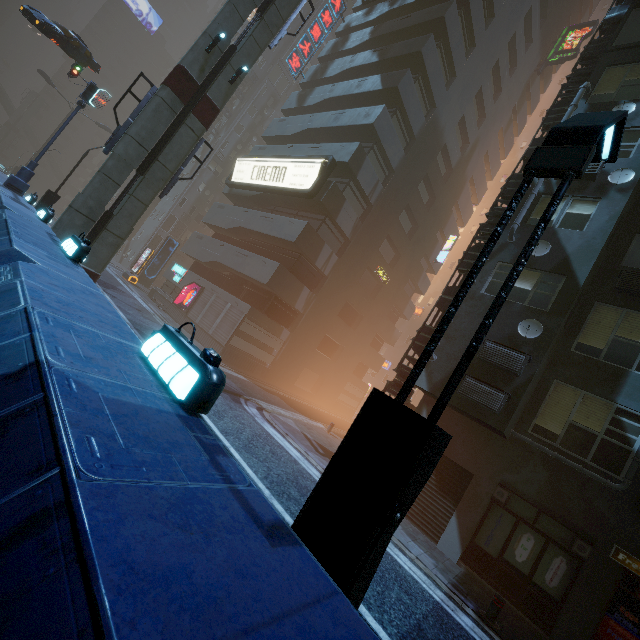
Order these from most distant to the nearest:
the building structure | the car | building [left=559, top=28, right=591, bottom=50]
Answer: building [left=559, top=28, right=591, bottom=50], the car, the building structure

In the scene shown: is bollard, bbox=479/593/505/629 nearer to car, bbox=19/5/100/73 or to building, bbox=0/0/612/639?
building, bbox=0/0/612/639

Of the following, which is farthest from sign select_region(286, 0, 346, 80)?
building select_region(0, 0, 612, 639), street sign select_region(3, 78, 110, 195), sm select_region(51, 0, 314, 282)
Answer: street sign select_region(3, 78, 110, 195)

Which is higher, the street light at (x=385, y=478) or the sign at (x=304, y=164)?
the sign at (x=304, y=164)

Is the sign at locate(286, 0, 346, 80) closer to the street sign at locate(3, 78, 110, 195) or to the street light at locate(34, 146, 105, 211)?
the street sign at locate(3, 78, 110, 195)

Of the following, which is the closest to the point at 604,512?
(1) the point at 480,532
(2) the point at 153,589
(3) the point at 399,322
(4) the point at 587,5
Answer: (1) the point at 480,532

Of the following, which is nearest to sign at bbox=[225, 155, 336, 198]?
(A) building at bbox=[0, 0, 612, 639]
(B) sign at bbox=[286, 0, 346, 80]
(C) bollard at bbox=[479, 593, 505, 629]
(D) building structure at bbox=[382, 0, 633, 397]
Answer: (A) building at bbox=[0, 0, 612, 639]

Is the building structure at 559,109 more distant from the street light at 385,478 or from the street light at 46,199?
the street light at 46,199
